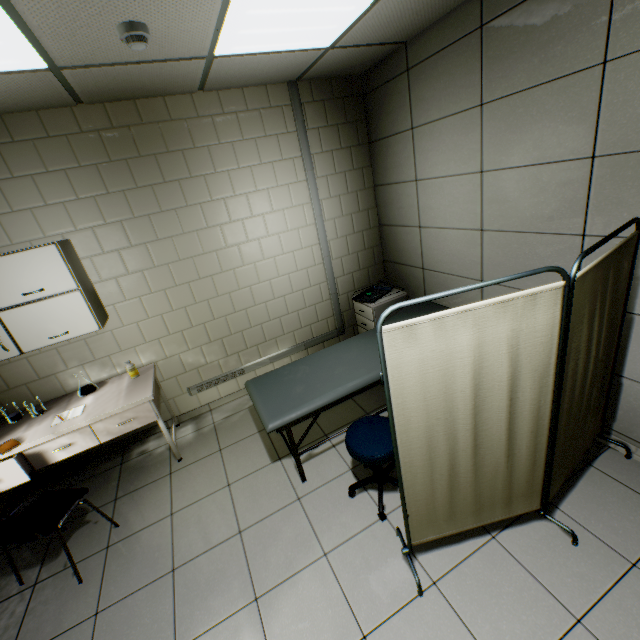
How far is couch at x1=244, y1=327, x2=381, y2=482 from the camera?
2.6m

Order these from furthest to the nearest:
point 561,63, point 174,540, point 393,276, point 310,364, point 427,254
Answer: point 393,276 < point 427,254 < point 310,364 < point 174,540 < point 561,63

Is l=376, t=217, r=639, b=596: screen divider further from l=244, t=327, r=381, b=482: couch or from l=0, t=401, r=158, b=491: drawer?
l=0, t=401, r=158, b=491: drawer

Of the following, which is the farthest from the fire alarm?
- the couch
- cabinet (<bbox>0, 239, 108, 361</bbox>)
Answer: the couch

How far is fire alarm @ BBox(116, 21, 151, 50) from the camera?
1.73m

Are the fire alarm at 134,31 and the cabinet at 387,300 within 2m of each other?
no

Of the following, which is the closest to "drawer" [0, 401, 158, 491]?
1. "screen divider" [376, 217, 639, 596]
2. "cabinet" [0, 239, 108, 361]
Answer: "cabinet" [0, 239, 108, 361]

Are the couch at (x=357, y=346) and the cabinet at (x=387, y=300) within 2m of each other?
yes
